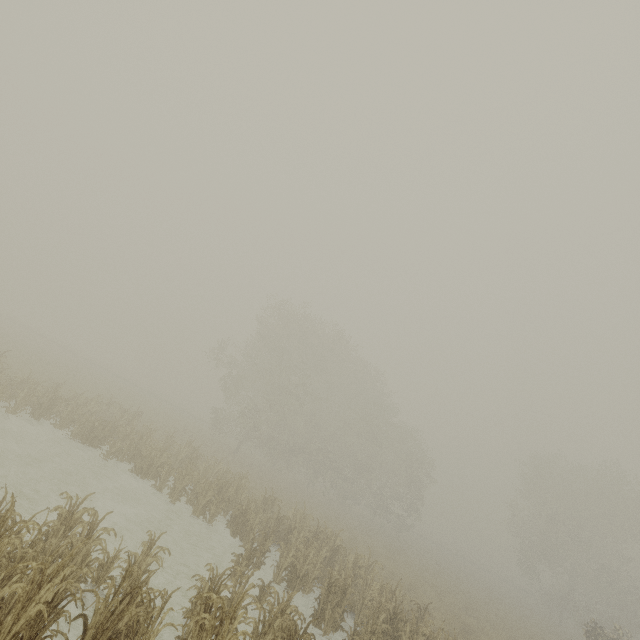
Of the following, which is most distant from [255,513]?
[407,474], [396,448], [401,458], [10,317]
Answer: [10,317]
